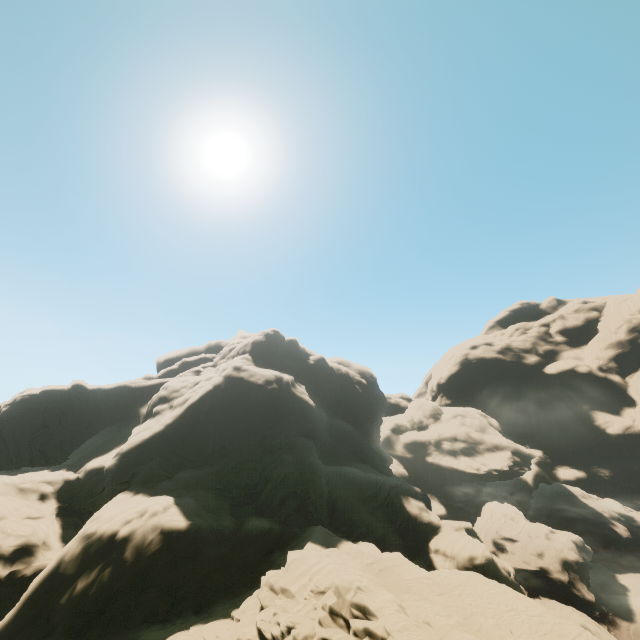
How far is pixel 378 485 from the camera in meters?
44.0
